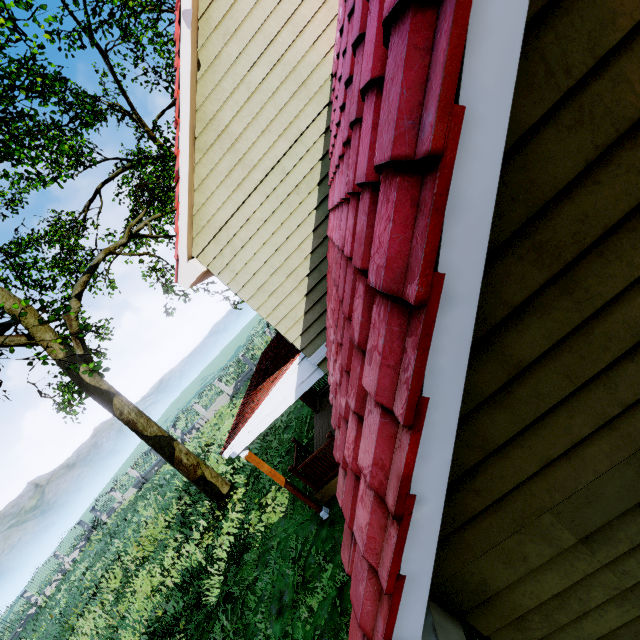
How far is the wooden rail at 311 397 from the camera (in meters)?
12.20

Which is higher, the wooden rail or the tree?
the tree

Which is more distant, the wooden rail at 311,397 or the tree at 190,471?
the wooden rail at 311,397

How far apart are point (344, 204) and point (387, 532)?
2.3 meters

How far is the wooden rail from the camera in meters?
12.2 m

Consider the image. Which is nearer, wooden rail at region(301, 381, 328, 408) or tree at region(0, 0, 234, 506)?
tree at region(0, 0, 234, 506)
